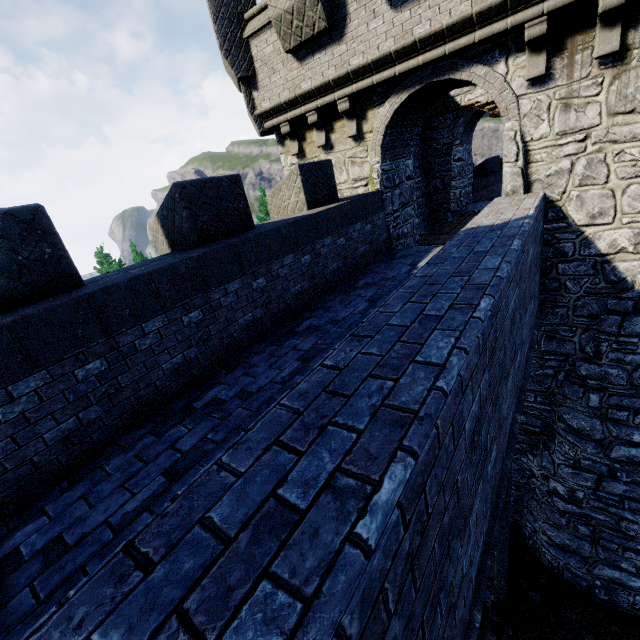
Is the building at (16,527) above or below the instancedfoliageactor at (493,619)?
above

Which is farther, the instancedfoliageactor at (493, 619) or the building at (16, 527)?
the instancedfoliageactor at (493, 619)

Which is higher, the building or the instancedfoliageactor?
the building

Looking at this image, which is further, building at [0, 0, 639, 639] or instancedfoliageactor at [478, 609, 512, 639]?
instancedfoliageactor at [478, 609, 512, 639]

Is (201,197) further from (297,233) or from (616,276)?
(616,276)
